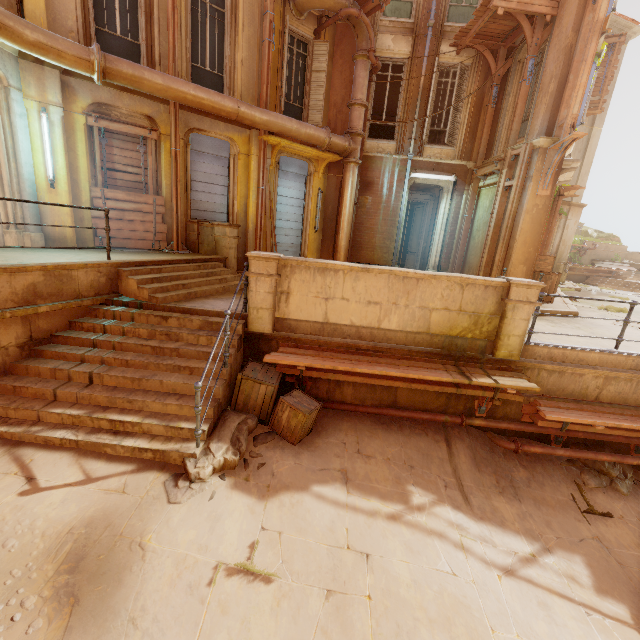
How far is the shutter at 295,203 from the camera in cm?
1141

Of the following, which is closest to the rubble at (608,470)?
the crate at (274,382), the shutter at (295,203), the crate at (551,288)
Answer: the crate at (274,382)

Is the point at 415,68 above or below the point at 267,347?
above

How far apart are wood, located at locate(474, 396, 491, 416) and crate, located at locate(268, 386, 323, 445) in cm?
309

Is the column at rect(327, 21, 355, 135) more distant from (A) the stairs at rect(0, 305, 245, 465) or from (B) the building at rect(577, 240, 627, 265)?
(A) the stairs at rect(0, 305, 245, 465)

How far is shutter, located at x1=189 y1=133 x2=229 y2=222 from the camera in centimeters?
956cm

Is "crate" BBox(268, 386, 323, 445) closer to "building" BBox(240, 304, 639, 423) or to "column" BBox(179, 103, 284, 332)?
"building" BBox(240, 304, 639, 423)

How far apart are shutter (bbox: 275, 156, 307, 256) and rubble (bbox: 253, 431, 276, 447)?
6.9 meters
